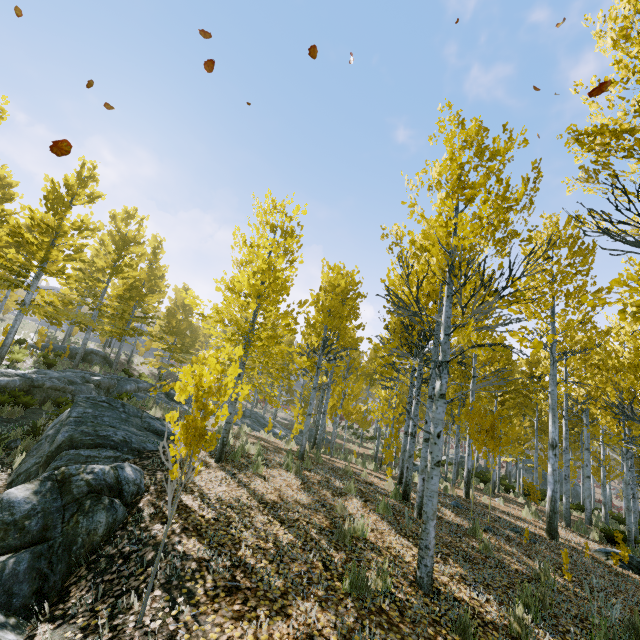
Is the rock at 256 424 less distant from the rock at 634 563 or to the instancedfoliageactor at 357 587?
the rock at 634 563

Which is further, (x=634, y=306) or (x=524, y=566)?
(x=524, y=566)

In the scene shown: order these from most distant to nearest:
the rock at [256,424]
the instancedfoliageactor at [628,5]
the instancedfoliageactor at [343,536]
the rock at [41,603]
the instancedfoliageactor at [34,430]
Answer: the rock at [256,424] → the instancedfoliageactor at [34,430] → the instancedfoliageactor at [343,536] → the instancedfoliageactor at [628,5] → the rock at [41,603]

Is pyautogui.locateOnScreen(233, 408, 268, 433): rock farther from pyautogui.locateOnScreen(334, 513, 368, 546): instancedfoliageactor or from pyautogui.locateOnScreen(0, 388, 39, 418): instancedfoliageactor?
pyautogui.locateOnScreen(0, 388, 39, 418): instancedfoliageactor

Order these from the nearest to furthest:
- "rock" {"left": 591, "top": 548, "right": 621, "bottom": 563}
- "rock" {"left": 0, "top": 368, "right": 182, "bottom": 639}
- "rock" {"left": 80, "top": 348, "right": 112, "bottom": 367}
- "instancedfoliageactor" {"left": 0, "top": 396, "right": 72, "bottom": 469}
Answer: "rock" {"left": 0, "top": 368, "right": 182, "bottom": 639} → "instancedfoliageactor" {"left": 0, "top": 396, "right": 72, "bottom": 469} → "rock" {"left": 591, "top": 548, "right": 621, "bottom": 563} → "rock" {"left": 80, "top": 348, "right": 112, "bottom": 367}

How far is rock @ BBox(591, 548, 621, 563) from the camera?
8.38m

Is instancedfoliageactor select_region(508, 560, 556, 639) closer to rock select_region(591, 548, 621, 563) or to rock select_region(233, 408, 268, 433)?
rock select_region(591, 548, 621, 563)
